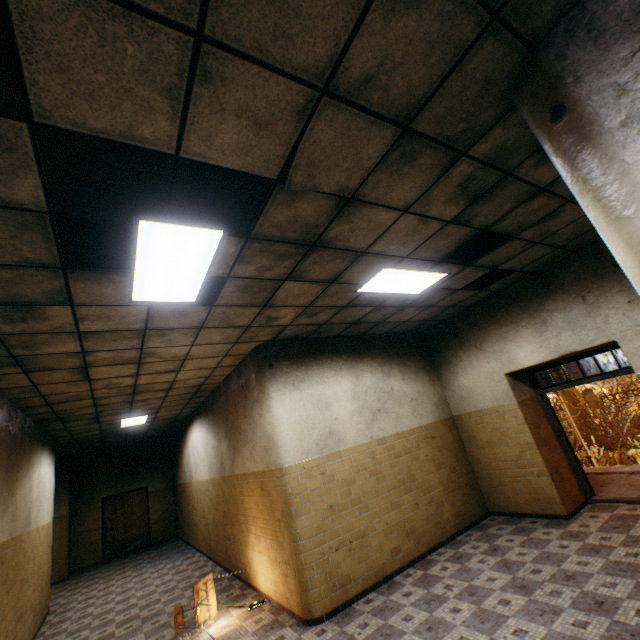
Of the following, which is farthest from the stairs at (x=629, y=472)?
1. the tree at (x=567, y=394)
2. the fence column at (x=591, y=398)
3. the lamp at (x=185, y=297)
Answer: the fence column at (x=591, y=398)

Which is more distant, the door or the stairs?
the door

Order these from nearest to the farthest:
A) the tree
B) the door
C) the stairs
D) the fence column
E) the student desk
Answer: the student desk → the stairs → the door → the tree → the fence column

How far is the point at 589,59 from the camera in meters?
1.7

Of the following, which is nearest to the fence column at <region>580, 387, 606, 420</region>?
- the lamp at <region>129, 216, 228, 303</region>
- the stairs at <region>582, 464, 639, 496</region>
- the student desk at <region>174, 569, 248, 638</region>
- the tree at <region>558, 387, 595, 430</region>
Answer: the tree at <region>558, 387, 595, 430</region>

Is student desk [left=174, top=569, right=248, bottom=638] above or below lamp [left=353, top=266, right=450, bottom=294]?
below

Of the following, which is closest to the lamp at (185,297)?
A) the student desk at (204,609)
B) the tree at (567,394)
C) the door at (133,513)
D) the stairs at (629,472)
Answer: A: the student desk at (204,609)
